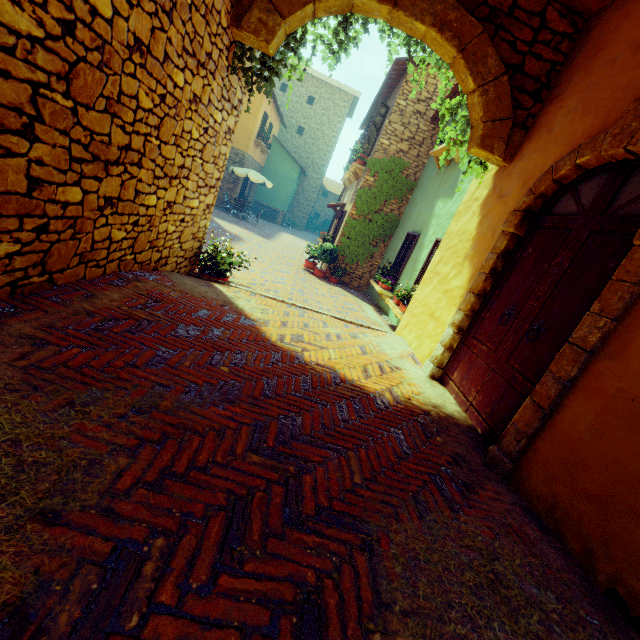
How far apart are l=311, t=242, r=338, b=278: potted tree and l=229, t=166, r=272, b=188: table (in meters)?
8.72

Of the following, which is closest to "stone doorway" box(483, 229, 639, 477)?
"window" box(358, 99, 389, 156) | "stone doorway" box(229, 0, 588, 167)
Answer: "stone doorway" box(229, 0, 588, 167)

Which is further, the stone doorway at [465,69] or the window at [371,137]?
the window at [371,137]

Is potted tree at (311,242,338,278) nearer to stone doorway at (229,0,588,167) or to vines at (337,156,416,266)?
vines at (337,156,416,266)

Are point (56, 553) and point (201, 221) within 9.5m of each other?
yes

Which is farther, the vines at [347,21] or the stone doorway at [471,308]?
the vines at [347,21]

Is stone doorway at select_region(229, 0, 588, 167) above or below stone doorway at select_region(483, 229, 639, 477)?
above

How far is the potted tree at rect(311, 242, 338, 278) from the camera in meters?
11.7 m
